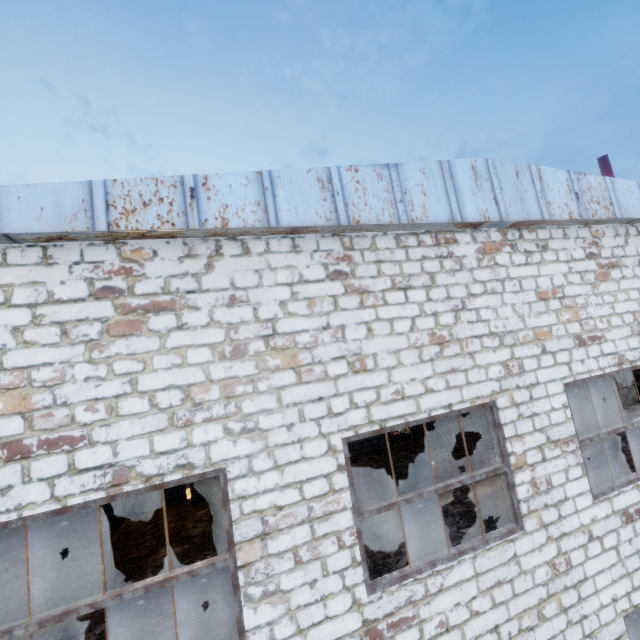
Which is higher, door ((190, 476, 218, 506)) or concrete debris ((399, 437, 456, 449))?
door ((190, 476, 218, 506))

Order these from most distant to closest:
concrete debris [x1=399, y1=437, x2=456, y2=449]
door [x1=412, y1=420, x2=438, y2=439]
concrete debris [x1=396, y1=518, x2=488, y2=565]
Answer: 1. door [x1=412, y1=420, x2=438, y2=439]
2. concrete debris [x1=399, y1=437, x2=456, y2=449]
3. concrete debris [x1=396, y1=518, x2=488, y2=565]

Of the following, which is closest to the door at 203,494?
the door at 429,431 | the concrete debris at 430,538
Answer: the concrete debris at 430,538

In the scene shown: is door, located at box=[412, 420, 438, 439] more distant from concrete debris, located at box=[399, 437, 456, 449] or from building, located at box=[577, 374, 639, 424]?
building, located at box=[577, 374, 639, 424]

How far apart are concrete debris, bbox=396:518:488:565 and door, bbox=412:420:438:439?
7.2m

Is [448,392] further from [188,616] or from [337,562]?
[188,616]

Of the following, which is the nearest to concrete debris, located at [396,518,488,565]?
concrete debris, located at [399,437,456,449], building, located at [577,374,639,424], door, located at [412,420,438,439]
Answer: concrete debris, located at [399,437,456,449]

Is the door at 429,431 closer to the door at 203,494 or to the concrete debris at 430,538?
the concrete debris at 430,538
